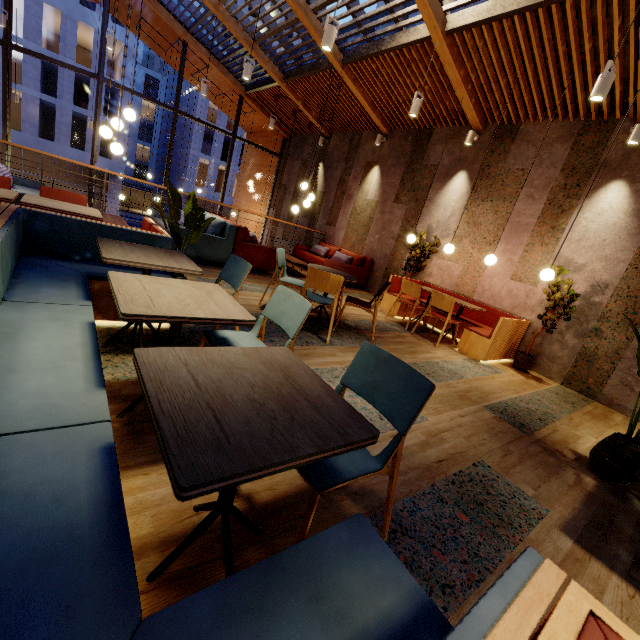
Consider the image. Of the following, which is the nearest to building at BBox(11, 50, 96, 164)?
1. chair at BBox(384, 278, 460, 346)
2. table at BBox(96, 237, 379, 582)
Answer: chair at BBox(384, 278, 460, 346)

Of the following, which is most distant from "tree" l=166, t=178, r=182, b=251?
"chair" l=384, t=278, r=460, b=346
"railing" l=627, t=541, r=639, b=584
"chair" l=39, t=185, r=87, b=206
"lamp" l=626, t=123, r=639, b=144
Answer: "lamp" l=626, t=123, r=639, b=144

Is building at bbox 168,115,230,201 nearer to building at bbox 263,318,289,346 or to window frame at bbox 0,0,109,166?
building at bbox 263,318,289,346

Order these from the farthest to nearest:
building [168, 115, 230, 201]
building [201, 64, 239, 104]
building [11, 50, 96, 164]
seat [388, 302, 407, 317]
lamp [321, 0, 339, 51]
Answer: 1. building [168, 115, 230, 201]
2. building [11, 50, 96, 164]
3. building [201, 64, 239, 104]
4. seat [388, 302, 407, 317]
5. lamp [321, 0, 339, 51]

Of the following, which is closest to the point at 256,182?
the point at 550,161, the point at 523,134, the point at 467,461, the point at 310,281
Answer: the point at 523,134

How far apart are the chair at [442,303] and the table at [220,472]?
4.5 meters

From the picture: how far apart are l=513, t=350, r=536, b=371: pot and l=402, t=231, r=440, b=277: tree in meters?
2.7

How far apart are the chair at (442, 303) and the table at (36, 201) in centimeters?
481cm
